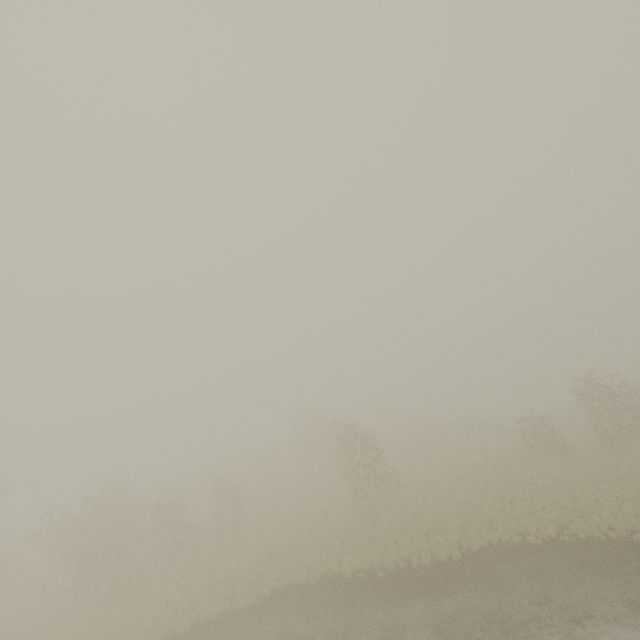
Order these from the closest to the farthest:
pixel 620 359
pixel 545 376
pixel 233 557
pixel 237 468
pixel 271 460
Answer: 1. pixel 233 557
2. pixel 271 460
3. pixel 237 468
4. pixel 620 359
5. pixel 545 376
